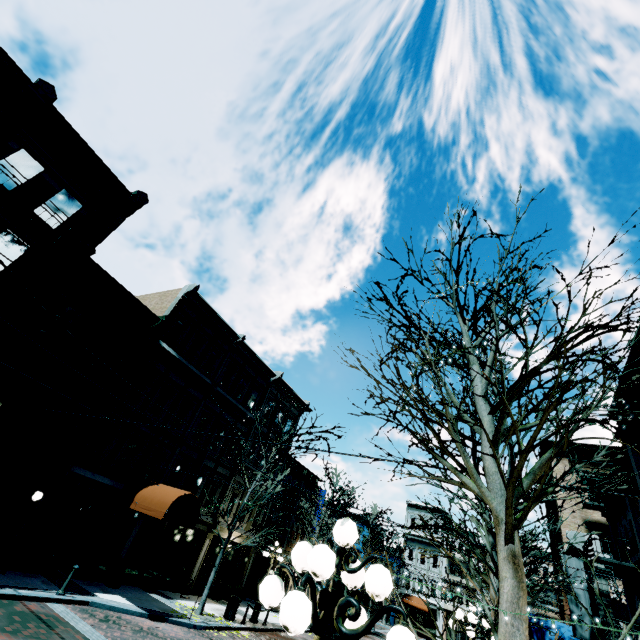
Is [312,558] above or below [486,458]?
below

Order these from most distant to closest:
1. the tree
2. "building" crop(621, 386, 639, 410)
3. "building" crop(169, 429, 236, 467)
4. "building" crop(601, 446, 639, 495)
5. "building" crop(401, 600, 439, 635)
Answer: "building" crop(401, 600, 439, 635) → "building" crop(169, 429, 236, 467) → "building" crop(601, 446, 639, 495) → "building" crop(621, 386, 639, 410) → the tree

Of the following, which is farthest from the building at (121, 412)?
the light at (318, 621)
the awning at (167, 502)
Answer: the light at (318, 621)

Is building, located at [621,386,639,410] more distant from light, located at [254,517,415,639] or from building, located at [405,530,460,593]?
building, located at [405,530,460,593]

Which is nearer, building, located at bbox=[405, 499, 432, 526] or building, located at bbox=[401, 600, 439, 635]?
building, located at bbox=[401, 600, 439, 635]

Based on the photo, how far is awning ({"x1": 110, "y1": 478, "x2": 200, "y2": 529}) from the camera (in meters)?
13.72

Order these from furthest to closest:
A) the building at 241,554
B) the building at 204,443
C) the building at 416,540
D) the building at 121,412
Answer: the building at 416,540, the building at 241,554, the building at 204,443, the building at 121,412
